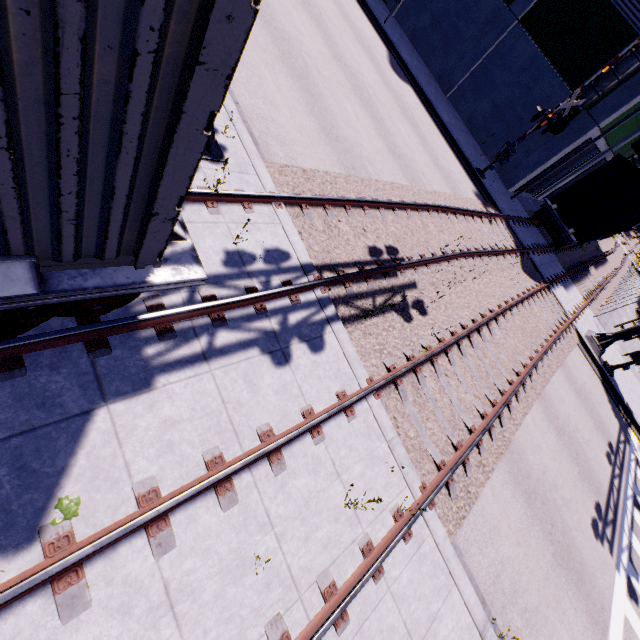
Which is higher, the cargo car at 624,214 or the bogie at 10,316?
the cargo car at 624,214

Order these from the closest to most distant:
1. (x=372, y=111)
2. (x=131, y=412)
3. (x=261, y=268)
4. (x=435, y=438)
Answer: (x=131, y=412)
(x=261, y=268)
(x=435, y=438)
(x=372, y=111)

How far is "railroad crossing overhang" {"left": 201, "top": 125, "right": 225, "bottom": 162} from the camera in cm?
611

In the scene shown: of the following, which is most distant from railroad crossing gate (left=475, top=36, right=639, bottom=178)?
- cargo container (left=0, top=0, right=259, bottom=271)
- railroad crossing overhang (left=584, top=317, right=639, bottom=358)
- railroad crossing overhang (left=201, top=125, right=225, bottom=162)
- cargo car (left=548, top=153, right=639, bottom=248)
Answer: railroad crossing overhang (left=201, top=125, right=225, bottom=162)

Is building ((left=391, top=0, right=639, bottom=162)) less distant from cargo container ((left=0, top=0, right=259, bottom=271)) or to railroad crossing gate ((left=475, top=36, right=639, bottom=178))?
cargo container ((left=0, top=0, right=259, bottom=271))

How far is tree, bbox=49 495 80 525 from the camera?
3.0m

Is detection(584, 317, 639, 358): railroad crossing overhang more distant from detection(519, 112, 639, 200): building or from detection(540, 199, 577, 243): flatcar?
detection(540, 199, 577, 243): flatcar

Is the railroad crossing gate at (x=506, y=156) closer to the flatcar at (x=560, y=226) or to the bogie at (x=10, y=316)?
the flatcar at (x=560, y=226)
